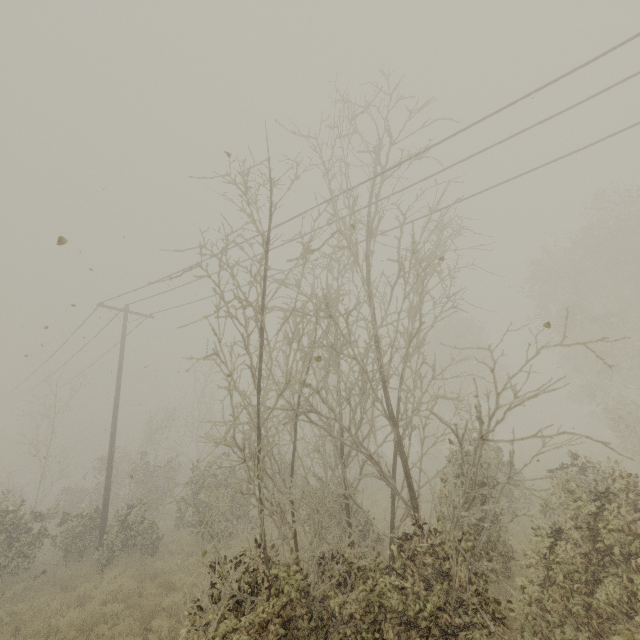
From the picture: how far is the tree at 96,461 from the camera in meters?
25.7

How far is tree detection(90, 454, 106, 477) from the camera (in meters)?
25.73

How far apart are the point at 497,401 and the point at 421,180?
6.34m

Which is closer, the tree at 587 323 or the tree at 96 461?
the tree at 587 323

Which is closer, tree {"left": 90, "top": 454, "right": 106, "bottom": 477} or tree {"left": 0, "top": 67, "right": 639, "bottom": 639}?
tree {"left": 0, "top": 67, "right": 639, "bottom": 639}
